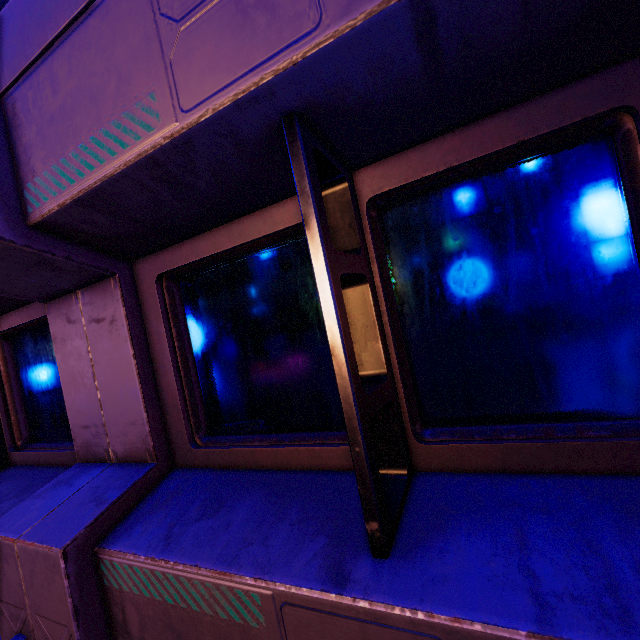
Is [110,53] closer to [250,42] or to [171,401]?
[250,42]
